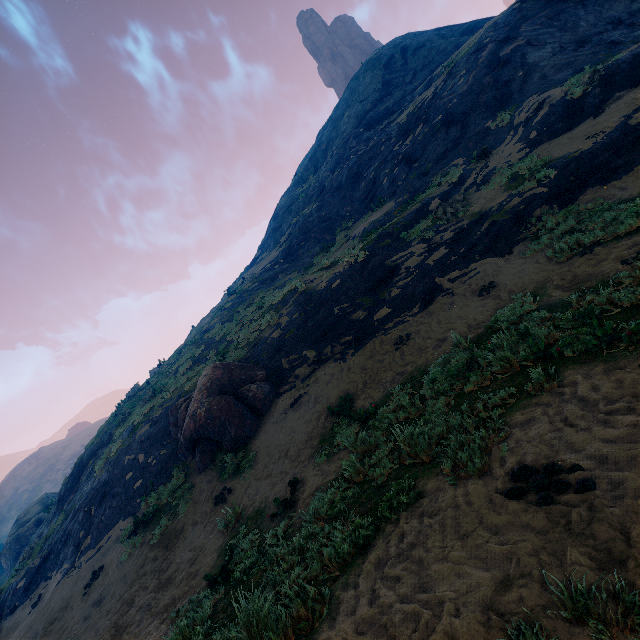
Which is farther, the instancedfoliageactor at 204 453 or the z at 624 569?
the instancedfoliageactor at 204 453

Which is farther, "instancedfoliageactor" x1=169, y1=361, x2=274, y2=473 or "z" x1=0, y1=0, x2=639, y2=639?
"instancedfoliageactor" x1=169, y1=361, x2=274, y2=473

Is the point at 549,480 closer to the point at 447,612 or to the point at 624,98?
the point at 447,612

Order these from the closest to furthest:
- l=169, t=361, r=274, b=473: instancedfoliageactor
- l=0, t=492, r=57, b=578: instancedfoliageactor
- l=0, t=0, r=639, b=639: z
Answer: l=0, t=0, r=639, b=639: z < l=169, t=361, r=274, b=473: instancedfoliageactor < l=0, t=492, r=57, b=578: instancedfoliageactor

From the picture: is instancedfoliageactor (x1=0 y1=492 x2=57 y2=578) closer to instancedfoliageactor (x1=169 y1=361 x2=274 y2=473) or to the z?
the z

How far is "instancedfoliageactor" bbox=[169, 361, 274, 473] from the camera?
11.20m

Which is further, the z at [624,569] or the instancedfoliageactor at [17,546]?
the instancedfoliageactor at [17,546]

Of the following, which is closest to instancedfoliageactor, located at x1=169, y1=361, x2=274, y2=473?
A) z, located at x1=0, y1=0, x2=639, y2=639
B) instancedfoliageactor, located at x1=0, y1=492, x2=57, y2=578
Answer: z, located at x1=0, y1=0, x2=639, y2=639
